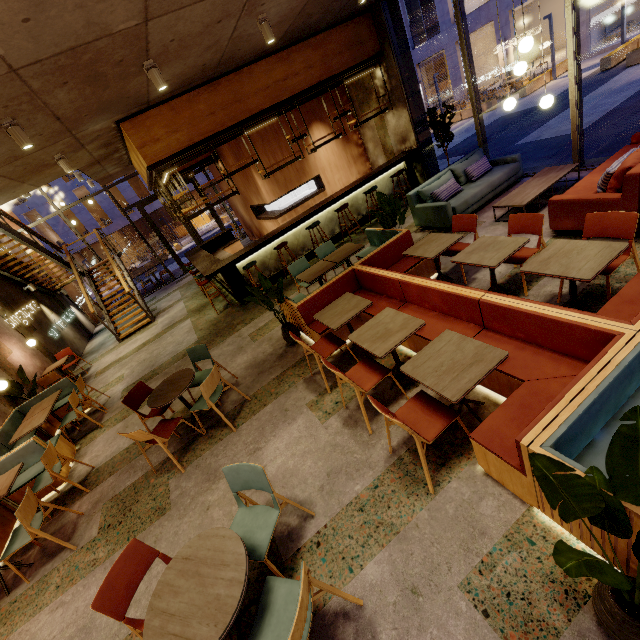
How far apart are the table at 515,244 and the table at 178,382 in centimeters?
394cm

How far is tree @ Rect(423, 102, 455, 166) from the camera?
7.4m

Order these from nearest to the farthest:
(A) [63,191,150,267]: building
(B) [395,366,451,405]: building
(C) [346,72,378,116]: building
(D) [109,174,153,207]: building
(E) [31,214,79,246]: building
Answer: (B) [395,366,451,405]: building
(C) [346,72,378,116]: building
(E) [31,214,79,246]: building
(A) [63,191,150,267]: building
(D) [109,174,153,207]: building

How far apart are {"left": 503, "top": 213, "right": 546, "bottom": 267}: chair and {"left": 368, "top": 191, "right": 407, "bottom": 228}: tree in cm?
200

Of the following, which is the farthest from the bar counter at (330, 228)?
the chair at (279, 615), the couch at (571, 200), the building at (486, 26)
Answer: the building at (486, 26)

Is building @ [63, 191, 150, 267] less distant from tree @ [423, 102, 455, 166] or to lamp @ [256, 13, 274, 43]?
tree @ [423, 102, 455, 166]

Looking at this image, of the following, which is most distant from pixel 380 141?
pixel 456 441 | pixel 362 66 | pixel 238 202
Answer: pixel 456 441

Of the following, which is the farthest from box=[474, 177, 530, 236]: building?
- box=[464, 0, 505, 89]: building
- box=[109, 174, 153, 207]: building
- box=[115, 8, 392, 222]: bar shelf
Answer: box=[109, 174, 153, 207]: building
